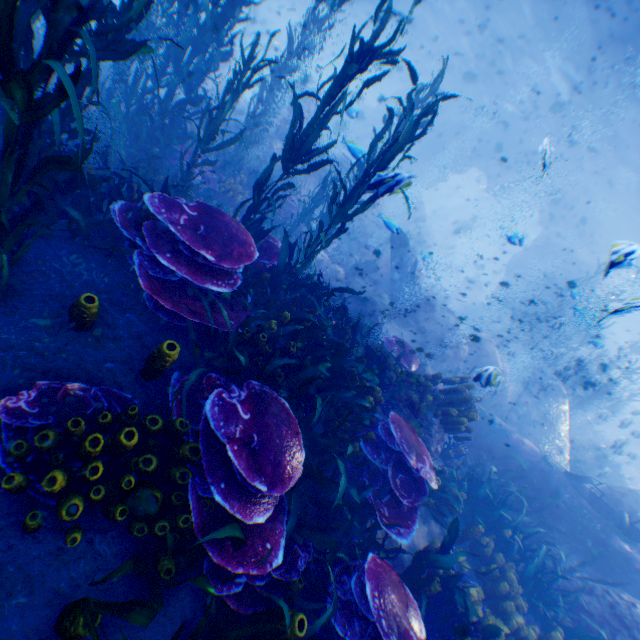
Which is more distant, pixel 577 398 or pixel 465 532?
pixel 577 398

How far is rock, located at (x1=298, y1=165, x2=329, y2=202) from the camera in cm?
1534

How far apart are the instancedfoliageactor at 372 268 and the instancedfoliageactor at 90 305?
11.3 meters

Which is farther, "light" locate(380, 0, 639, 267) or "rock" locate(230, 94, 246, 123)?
"rock" locate(230, 94, 246, 123)

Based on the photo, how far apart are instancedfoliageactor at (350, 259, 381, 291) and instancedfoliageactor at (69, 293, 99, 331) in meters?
11.3 m

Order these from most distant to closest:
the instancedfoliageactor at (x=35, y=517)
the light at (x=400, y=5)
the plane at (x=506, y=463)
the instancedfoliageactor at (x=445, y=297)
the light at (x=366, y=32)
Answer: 1. the light at (x=366, y=32)
2. the instancedfoliageactor at (x=445, y=297)
3. the light at (x=400, y=5)
4. the plane at (x=506, y=463)
5. the instancedfoliageactor at (x=35, y=517)

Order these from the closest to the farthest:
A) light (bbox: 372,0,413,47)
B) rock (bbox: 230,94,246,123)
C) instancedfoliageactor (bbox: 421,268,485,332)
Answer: rock (bbox: 230,94,246,123) → light (bbox: 372,0,413,47) → instancedfoliageactor (bbox: 421,268,485,332)
